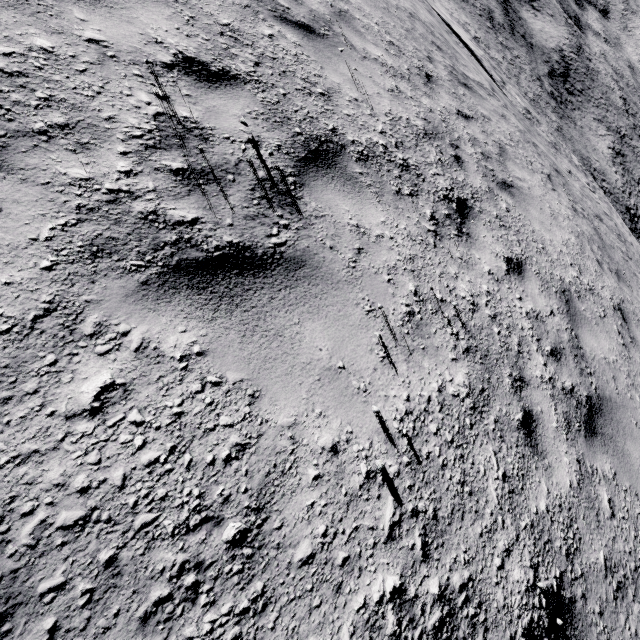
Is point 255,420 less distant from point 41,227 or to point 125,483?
point 125,483
